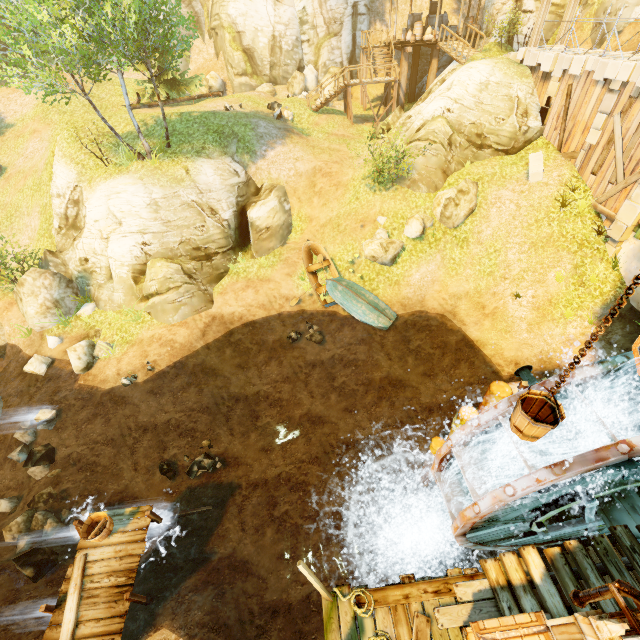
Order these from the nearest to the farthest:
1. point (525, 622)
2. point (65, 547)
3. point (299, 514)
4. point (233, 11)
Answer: point (525, 622), point (65, 547), point (299, 514), point (233, 11)

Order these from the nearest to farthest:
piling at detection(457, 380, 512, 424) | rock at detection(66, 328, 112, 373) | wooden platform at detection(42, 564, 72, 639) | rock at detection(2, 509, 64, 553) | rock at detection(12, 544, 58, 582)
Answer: wooden platform at detection(42, 564, 72, 639), piling at detection(457, 380, 512, 424), rock at detection(12, 544, 58, 582), rock at detection(2, 509, 64, 553), rock at detection(66, 328, 112, 373)

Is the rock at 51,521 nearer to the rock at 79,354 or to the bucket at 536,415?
the rock at 79,354

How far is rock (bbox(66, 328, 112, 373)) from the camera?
13.5m

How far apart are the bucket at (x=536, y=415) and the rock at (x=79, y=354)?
15.40m

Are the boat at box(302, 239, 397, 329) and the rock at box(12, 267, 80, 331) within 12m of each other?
yes

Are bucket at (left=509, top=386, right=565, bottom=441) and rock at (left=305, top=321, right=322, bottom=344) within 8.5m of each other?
no

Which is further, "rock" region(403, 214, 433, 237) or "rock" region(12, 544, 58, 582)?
"rock" region(403, 214, 433, 237)
